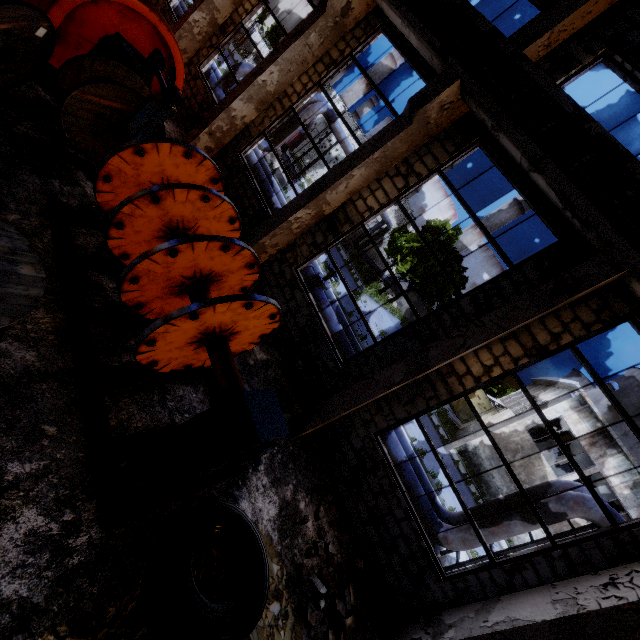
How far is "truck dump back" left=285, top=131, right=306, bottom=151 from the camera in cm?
2538

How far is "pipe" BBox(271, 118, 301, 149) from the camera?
18.2 meters

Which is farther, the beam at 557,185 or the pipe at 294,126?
the pipe at 294,126

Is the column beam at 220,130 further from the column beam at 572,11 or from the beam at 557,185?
the column beam at 572,11

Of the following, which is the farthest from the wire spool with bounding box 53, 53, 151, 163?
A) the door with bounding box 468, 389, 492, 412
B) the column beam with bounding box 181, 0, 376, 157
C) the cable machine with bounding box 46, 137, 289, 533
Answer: the door with bounding box 468, 389, 492, 412

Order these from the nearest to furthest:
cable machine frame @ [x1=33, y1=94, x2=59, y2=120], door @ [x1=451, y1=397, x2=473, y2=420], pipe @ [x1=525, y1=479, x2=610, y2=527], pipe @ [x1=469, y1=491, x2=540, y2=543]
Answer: cable machine frame @ [x1=33, y1=94, x2=59, y2=120], pipe @ [x1=525, y1=479, x2=610, y2=527], pipe @ [x1=469, y1=491, x2=540, y2=543], door @ [x1=451, y1=397, x2=473, y2=420]

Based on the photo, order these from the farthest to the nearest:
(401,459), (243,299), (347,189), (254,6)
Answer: (254,6) → (401,459) → (347,189) → (243,299)

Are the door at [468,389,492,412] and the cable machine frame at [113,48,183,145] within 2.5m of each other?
no
